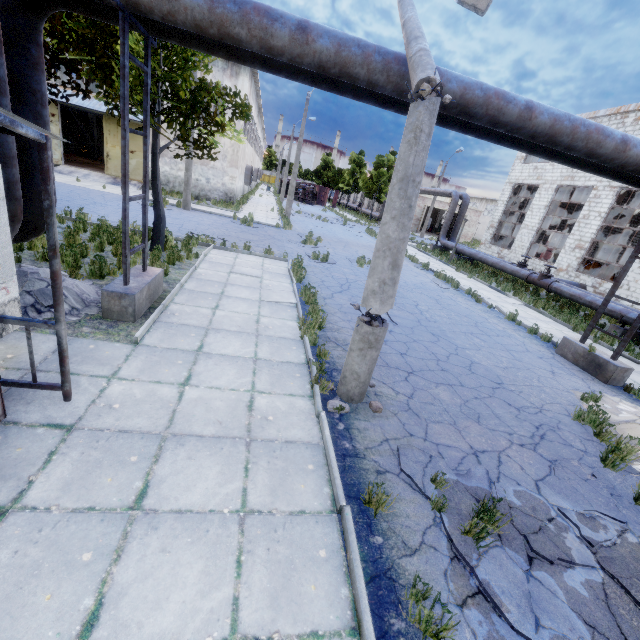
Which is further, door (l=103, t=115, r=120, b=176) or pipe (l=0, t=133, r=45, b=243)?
door (l=103, t=115, r=120, b=176)

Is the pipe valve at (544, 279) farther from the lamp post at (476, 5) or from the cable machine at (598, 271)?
the lamp post at (476, 5)

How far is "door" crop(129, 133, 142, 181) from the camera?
23.00m

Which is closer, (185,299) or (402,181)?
(402,181)

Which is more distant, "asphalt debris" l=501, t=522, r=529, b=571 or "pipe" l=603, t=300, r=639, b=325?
"pipe" l=603, t=300, r=639, b=325

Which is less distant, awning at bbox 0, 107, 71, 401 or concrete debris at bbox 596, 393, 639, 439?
awning at bbox 0, 107, 71, 401

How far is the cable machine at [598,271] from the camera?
22.45m

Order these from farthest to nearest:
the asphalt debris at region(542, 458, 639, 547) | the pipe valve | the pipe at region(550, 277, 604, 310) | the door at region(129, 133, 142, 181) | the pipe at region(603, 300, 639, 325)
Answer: the door at region(129, 133, 142, 181) → the pipe valve → the pipe at region(550, 277, 604, 310) → the pipe at region(603, 300, 639, 325) → the asphalt debris at region(542, 458, 639, 547)
